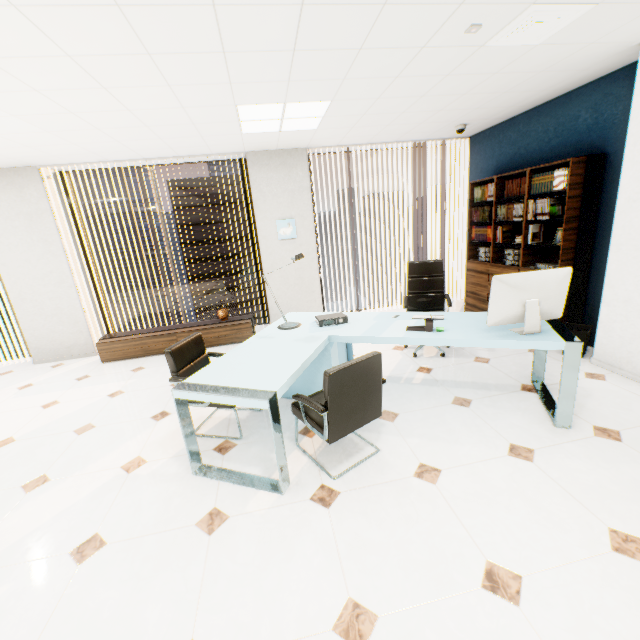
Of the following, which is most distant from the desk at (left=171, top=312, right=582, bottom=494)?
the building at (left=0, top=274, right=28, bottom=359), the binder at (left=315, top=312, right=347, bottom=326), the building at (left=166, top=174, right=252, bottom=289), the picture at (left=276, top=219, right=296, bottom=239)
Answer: the building at (left=0, top=274, right=28, bottom=359)

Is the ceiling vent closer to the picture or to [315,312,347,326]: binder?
[315,312,347,326]: binder

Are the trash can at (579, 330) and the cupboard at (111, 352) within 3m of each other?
no

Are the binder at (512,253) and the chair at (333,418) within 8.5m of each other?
yes

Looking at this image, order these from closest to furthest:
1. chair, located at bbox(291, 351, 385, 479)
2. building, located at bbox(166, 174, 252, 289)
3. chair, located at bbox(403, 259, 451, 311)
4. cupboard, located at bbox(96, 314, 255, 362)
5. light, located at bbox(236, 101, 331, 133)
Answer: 1. chair, located at bbox(291, 351, 385, 479)
2. light, located at bbox(236, 101, 331, 133)
3. chair, located at bbox(403, 259, 451, 311)
4. cupboard, located at bbox(96, 314, 255, 362)
5. building, located at bbox(166, 174, 252, 289)

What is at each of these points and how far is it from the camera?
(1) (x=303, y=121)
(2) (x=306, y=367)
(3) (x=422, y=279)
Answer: (1) light, 3.91m
(2) desk, 2.59m
(3) chair, 4.38m

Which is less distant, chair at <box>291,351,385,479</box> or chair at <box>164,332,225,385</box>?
chair at <box>291,351,385,479</box>

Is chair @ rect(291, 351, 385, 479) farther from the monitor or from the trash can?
the trash can
